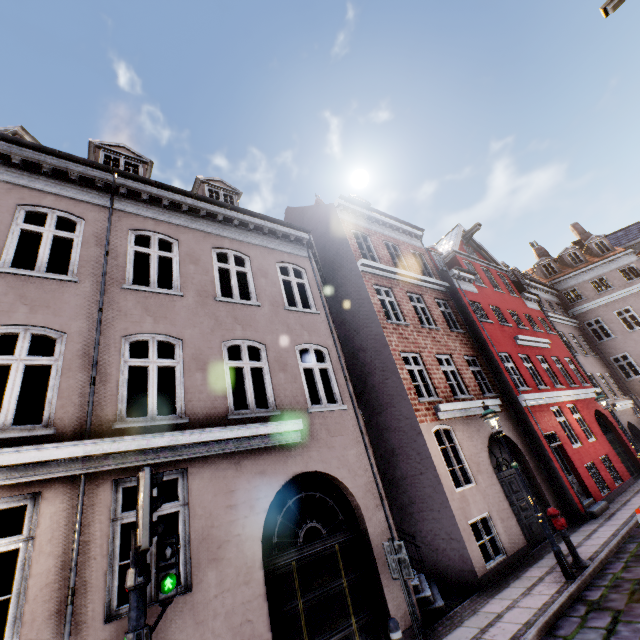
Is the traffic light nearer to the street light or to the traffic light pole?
the traffic light pole

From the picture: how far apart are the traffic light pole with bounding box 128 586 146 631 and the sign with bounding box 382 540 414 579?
3.53m

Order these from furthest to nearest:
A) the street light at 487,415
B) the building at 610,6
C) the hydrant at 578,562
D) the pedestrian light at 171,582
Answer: the building at 610,6, the street light at 487,415, the hydrant at 578,562, the pedestrian light at 171,582

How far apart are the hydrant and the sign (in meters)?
5.51

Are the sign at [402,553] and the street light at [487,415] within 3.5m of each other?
no

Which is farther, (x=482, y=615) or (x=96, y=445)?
(x=482, y=615)

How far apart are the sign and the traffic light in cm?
354

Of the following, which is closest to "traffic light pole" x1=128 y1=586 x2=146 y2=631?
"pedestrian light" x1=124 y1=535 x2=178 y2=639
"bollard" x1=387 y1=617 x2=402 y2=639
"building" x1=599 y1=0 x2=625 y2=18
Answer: "pedestrian light" x1=124 y1=535 x2=178 y2=639
